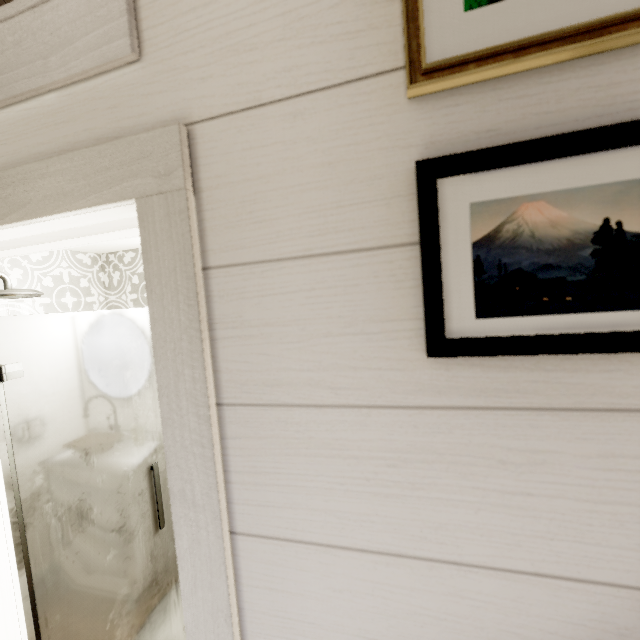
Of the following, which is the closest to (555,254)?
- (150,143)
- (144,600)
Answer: (150,143)
